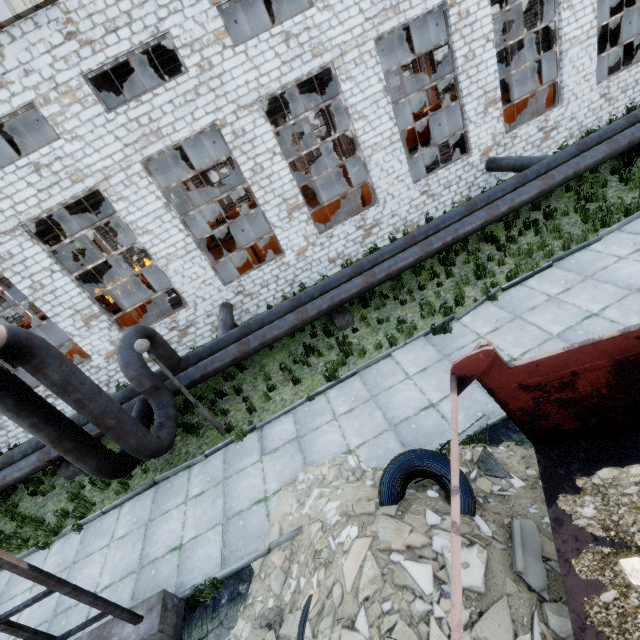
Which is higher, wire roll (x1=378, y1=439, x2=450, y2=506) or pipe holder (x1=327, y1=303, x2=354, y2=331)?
wire roll (x1=378, y1=439, x2=450, y2=506)

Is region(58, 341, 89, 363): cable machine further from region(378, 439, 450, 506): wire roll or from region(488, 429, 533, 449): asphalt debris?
region(488, 429, 533, 449): asphalt debris

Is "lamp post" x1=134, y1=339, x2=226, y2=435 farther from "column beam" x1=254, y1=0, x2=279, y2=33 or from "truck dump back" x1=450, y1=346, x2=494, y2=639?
"column beam" x1=254, y1=0, x2=279, y2=33

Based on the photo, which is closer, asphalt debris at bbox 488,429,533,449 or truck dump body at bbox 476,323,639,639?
truck dump body at bbox 476,323,639,639

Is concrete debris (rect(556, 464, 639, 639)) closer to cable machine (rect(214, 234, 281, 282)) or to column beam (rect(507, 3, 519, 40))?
cable machine (rect(214, 234, 281, 282))

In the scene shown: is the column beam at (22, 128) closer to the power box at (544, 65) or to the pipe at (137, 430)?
the pipe at (137, 430)

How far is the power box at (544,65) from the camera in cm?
2673

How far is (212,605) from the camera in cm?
546
